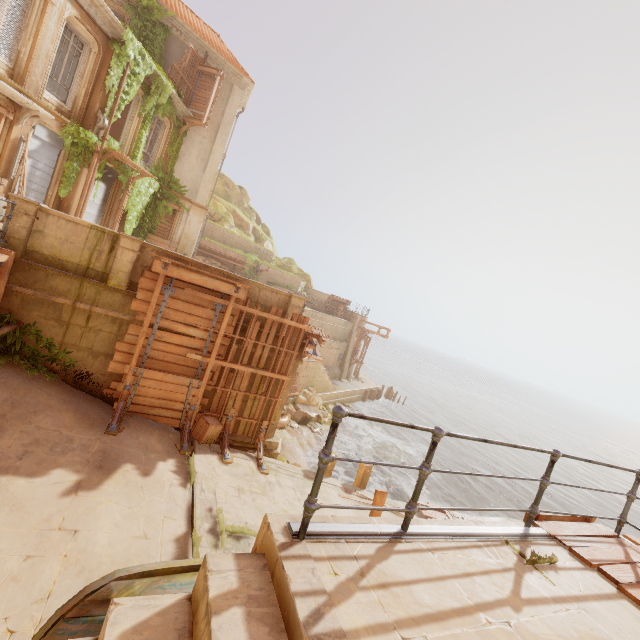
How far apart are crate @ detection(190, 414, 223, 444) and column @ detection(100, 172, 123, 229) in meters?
11.9

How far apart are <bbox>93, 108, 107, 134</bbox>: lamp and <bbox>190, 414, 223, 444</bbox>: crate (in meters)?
12.89

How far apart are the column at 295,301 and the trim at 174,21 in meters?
16.7

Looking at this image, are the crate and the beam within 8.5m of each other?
yes

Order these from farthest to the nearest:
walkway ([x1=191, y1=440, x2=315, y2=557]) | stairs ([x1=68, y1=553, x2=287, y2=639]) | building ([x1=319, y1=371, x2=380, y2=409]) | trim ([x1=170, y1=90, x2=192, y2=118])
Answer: building ([x1=319, y1=371, x2=380, y2=409]), trim ([x1=170, y1=90, x2=192, y2=118]), walkway ([x1=191, y1=440, x2=315, y2=557]), stairs ([x1=68, y1=553, x2=287, y2=639])

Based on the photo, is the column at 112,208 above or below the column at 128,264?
above

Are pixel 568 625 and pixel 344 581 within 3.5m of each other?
yes

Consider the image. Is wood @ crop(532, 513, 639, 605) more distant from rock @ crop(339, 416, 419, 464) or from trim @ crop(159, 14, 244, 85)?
trim @ crop(159, 14, 244, 85)
